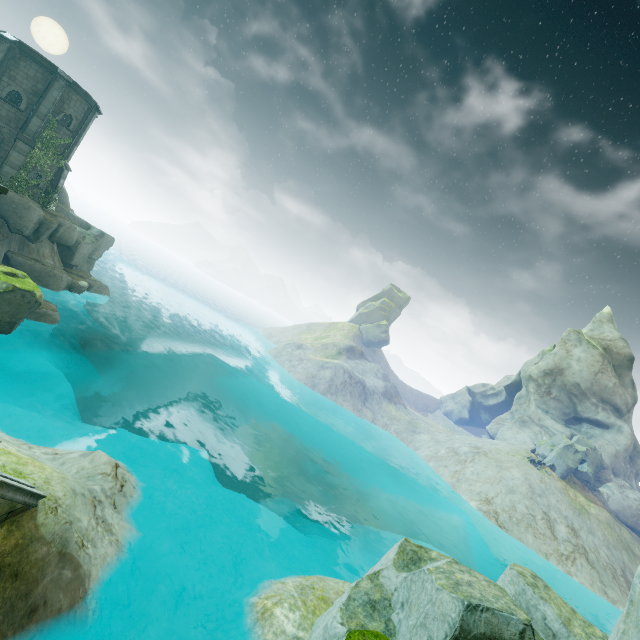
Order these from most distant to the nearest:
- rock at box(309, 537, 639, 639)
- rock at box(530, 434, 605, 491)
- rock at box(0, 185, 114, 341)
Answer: rock at box(530, 434, 605, 491)
rock at box(0, 185, 114, 341)
rock at box(309, 537, 639, 639)

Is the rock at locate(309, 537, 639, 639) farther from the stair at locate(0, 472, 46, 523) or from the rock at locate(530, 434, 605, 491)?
the rock at locate(530, 434, 605, 491)

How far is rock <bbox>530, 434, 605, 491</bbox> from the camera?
35.75m

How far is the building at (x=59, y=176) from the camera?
25.0m

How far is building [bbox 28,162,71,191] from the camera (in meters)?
25.00

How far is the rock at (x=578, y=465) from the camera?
35.8m

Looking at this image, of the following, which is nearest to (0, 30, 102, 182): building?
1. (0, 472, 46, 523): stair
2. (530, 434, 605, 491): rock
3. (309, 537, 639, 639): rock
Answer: (0, 472, 46, 523): stair

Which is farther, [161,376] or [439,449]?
[439,449]
